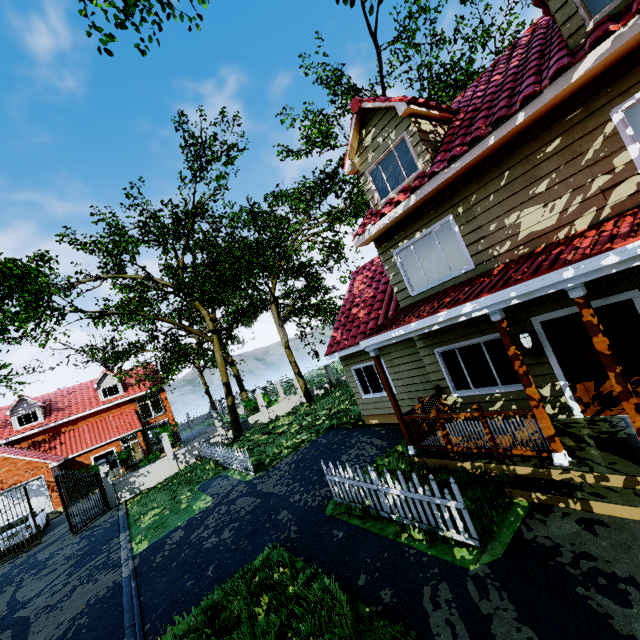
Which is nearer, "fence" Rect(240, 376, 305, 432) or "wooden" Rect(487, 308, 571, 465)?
"wooden" Rect(487, 308, 571, 465)

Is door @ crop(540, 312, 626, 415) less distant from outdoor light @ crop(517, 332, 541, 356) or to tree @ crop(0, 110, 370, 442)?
outdoor light @ crop(517, 332, 541, 356)

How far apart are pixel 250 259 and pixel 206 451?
11.88m

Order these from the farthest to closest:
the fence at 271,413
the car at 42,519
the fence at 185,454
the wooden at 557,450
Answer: the fence at 271,413, the car at 42,519, the fence at 185,454, the wooden at 557,450

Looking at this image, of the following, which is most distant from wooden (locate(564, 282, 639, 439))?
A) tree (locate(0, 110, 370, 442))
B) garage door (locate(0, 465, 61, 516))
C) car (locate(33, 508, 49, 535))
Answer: garage door (locate(0, 465, 61, 516))

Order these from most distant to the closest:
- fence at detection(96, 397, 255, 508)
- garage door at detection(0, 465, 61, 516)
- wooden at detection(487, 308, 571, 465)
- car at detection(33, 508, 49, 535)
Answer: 1. garage door at detection(0, 465, 61, 516)
2. car at detection(33, 508, 49, 535)
3. fence at detection(96, 397, 255, 508)
4. wooden at detection(487, 308, 571, 465)

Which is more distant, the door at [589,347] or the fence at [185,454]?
the fence at [185,454]

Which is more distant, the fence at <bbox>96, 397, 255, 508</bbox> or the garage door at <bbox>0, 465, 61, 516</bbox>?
the garage door at <bbox>0, 465, 61, 516</bbox>
